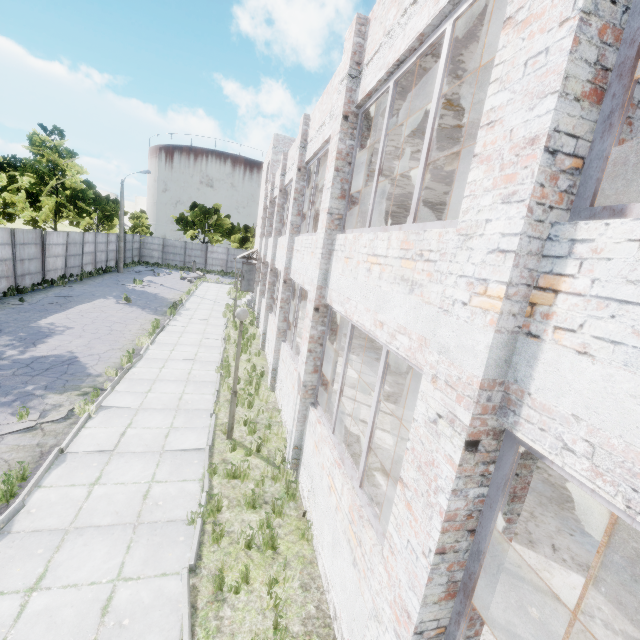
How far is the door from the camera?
24.7 meters

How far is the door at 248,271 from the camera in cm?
2466

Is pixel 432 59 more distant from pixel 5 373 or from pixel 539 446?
pixel 5 373
